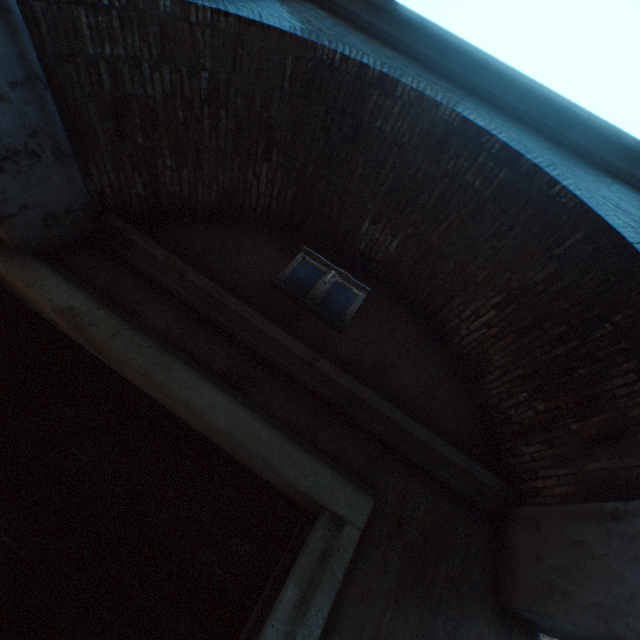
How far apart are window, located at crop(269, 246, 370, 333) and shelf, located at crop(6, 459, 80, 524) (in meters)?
3.64

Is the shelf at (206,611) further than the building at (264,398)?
Yes

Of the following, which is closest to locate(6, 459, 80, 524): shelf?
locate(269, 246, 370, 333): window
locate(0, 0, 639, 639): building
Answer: locate(0, 0, 639, 639): building

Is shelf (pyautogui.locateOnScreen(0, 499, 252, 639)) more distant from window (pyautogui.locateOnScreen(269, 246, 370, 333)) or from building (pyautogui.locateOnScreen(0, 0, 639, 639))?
window (pyautogui.locateOnScreen(269, 246, 370, 333))

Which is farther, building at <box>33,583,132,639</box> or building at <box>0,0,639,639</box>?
building at <box>33,583,132,639</box>

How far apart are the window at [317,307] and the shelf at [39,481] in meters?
3.6

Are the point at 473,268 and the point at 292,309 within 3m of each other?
yes

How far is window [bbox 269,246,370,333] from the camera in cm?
362
